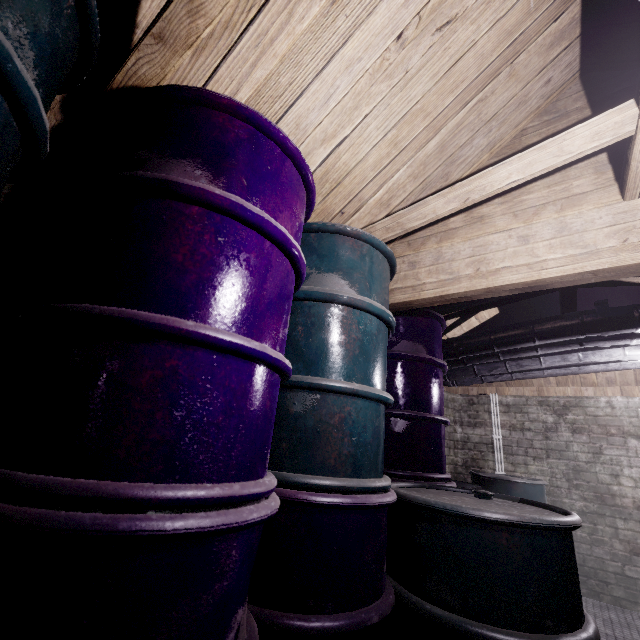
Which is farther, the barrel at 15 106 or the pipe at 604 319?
the pipe at 604 319

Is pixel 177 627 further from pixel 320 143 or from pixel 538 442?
pixel 538 442

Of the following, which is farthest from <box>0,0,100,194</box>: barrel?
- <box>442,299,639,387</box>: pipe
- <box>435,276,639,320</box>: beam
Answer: <box>442,299,639,387</box>: pipe

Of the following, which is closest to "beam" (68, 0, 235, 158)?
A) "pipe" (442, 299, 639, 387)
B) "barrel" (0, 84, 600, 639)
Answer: "barrel" (0, 84, 600, 639)

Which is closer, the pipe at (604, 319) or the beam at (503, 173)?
the beam at (503, 173)

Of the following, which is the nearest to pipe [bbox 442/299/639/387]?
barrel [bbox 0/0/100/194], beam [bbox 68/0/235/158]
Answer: beam [bbox 68/0/235/158]

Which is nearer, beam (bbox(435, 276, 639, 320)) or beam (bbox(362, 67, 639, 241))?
beam (bbox(362, 67, 639, 241))

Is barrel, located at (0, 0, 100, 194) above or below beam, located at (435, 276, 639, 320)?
below
